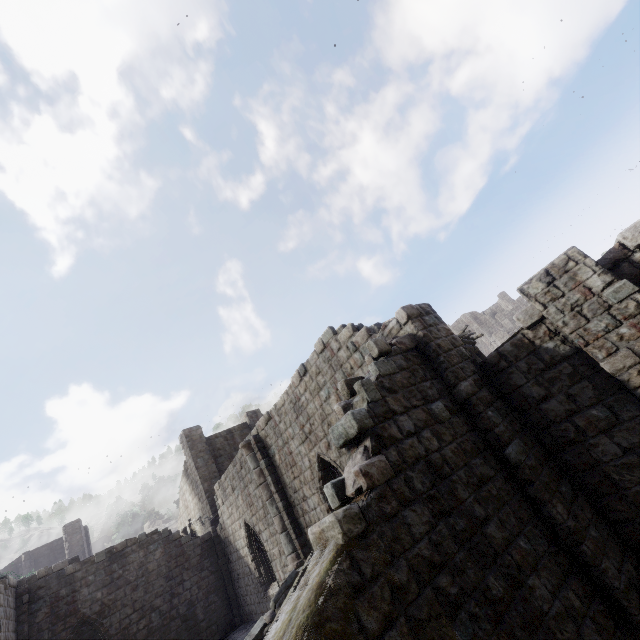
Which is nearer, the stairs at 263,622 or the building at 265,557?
the building at 265,557

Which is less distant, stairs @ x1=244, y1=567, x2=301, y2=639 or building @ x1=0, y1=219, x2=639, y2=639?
building @ x1=0, y1=219, x2=639, y2=639

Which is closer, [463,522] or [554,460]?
[463,522]
